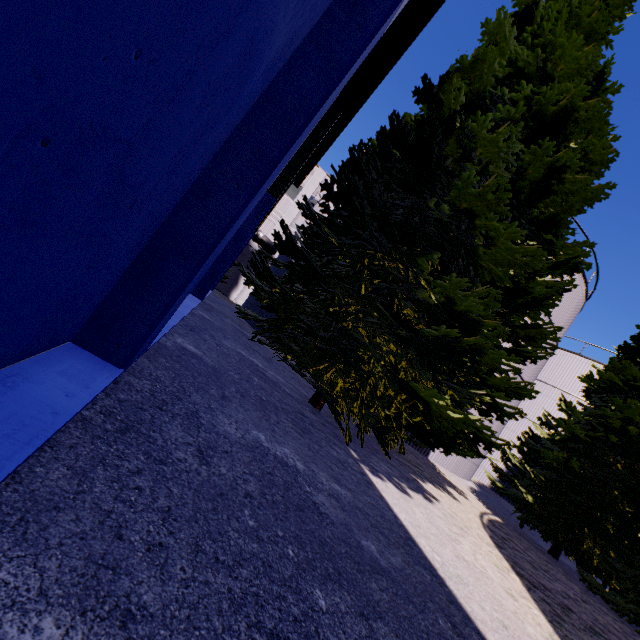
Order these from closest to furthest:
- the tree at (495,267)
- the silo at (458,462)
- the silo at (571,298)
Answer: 1. the tree at (495,267)
2. the silo at (458,462)
3. the silo at (571,298)

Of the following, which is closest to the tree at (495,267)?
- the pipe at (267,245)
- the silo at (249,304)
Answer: the silo at (249,304)

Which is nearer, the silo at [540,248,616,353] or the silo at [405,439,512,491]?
the silo at [405,439,512,491]

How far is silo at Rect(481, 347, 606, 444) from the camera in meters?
16.8 m

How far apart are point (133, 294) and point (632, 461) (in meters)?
14.39

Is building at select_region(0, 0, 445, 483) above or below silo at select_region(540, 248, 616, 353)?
below

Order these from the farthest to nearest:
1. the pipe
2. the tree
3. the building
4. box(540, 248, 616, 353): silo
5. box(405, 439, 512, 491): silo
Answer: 1. the pipe
2. box(540, 248, 616, 353): silo
3. box(405, 439, 512, 491): silo
4. the tree
5. the building

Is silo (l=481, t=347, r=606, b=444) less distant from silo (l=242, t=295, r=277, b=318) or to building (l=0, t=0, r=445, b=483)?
building (l=0, t=0, r=445, b=483)
